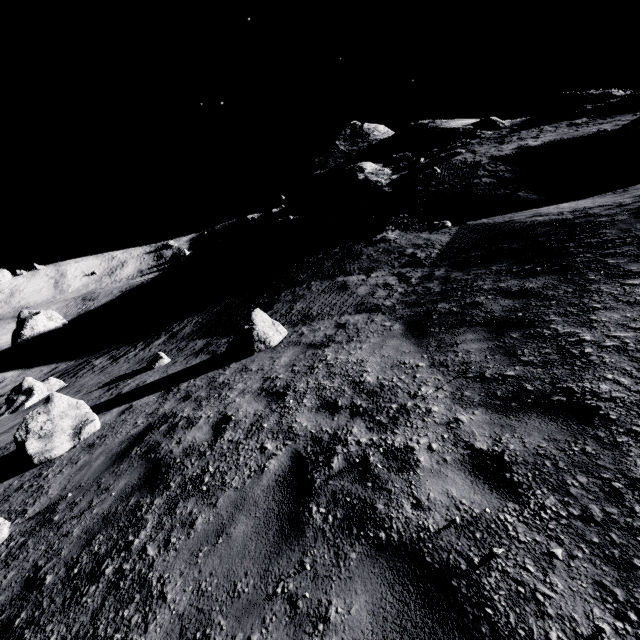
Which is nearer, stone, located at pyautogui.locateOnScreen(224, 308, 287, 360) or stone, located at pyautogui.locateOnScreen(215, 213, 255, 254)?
stone, located at pyautogui.locateOnScreen(224, 308, 287, 360)

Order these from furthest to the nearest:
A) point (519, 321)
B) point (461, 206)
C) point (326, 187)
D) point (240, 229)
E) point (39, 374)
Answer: point (240, 229), point (326, 187), point (39, 374), point (461, 206), point (519, 321)

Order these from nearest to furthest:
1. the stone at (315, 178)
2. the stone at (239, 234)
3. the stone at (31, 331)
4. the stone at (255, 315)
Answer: the stone at (255, 315) → the stone at (315, 178) → the stone at (31, 331) → the stone at (239, 234)

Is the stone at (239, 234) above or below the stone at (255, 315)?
above

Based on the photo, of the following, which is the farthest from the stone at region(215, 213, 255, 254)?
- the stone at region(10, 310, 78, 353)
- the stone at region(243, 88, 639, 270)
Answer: the stone at region(10, 310, 78, 353)

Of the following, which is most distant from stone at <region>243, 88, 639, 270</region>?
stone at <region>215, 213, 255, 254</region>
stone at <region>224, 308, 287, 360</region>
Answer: stone at <region>224, 308, 287, 360</region>

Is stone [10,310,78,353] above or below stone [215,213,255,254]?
below

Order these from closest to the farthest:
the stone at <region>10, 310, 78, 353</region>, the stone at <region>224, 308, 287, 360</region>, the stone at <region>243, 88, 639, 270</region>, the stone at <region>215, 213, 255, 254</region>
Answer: the stone at <region>224, 308, 287, 360</region> < the stone at <region>243, 88, 639, 270</region> < the stone at <region>10, 310, 78, 353</region> < the stone at <region>215, 213, 255, 254</region>
